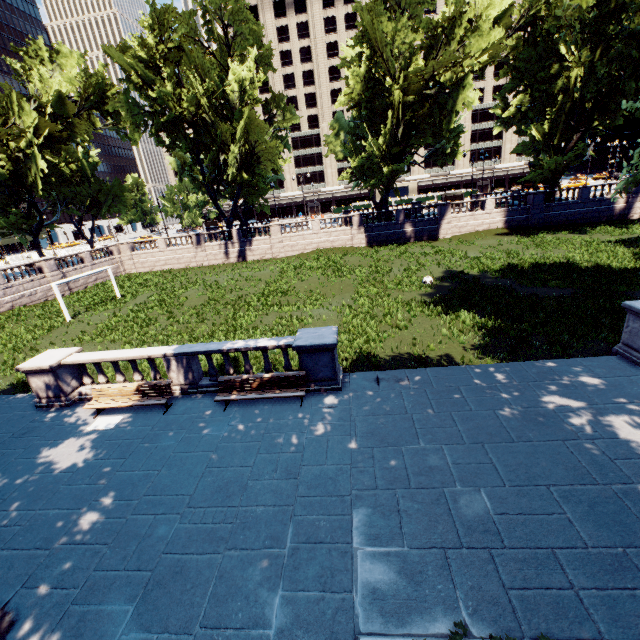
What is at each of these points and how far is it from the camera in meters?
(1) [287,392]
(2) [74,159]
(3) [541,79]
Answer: (1) bench, 10.1
(2) tree, 45.0
(3) tree, 32.1

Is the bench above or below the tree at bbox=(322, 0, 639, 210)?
below

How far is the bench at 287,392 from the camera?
10.1m

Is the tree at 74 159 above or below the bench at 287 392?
above

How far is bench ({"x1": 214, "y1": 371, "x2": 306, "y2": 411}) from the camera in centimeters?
1014cm

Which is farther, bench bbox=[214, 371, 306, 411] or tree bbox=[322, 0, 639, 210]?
tree bbox=[322, 0, 639, 210]

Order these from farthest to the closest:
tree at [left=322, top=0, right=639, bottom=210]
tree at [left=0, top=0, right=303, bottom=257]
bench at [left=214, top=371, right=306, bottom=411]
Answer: tree at [left=0, top=0, right=303, bottom=257]
tree at [left=322, top=0, right=639, bottom=210]
bench at [left=214, top=371, right=306, bottom=411]
